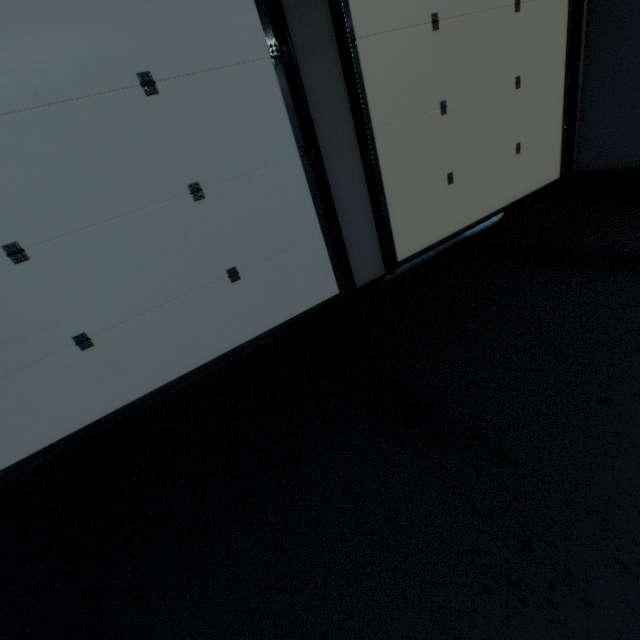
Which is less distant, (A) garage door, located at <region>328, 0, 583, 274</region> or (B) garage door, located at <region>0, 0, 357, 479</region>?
(B) garage door, located at <region>0, 0, 357, 479</region>

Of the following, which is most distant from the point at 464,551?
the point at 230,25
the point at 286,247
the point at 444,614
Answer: the point at 230,25

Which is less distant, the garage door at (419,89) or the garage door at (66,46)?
the garage door at (66,46)
